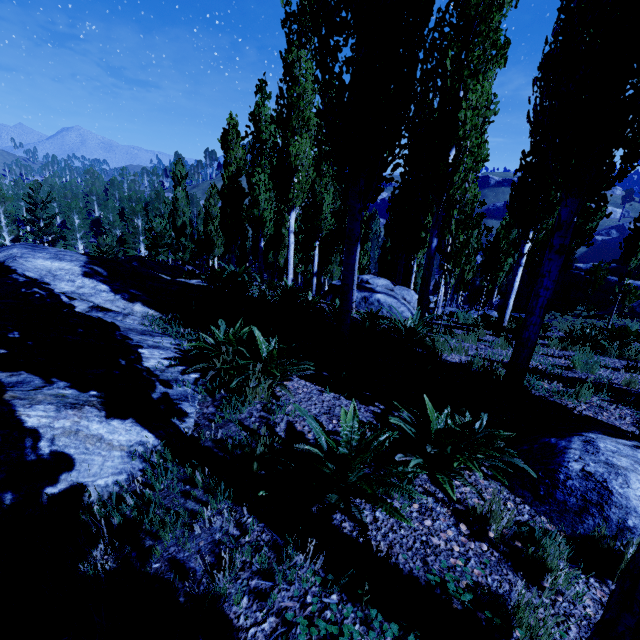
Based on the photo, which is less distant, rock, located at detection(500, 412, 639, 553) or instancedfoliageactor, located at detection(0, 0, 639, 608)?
rock, located at detection(500, 412, 639, 553)

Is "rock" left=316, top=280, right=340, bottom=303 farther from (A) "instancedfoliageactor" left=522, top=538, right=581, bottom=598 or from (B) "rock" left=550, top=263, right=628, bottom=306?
(B) "rock" left=550, top=263, right=628, bottom=306

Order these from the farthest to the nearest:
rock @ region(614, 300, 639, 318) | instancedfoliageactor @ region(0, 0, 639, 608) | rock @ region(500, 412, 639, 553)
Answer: rock @ region(614, 300, 639, 318) → instancedfoliageactor @ region(0, 0, 639, 608) → rock @ region(500, 412, 639, 553)

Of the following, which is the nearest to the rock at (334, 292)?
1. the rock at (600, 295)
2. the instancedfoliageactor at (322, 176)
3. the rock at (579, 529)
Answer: the instancedfoliageactor at (322, 176)

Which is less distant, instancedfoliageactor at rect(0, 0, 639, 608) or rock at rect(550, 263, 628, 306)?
instancedfoliageactor at rect(0, 0, 639, 608)

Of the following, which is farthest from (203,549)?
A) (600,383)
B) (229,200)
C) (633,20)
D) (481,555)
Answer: (229,200)

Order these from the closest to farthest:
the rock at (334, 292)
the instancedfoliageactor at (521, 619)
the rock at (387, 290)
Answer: the instancedfoliageactor at (521, 619), the rock at (387, 290), the rock at (334, 292)

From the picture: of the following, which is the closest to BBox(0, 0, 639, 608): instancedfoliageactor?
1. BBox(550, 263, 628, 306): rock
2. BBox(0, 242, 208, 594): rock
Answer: BBox(0, 242, 208, 594): rock
